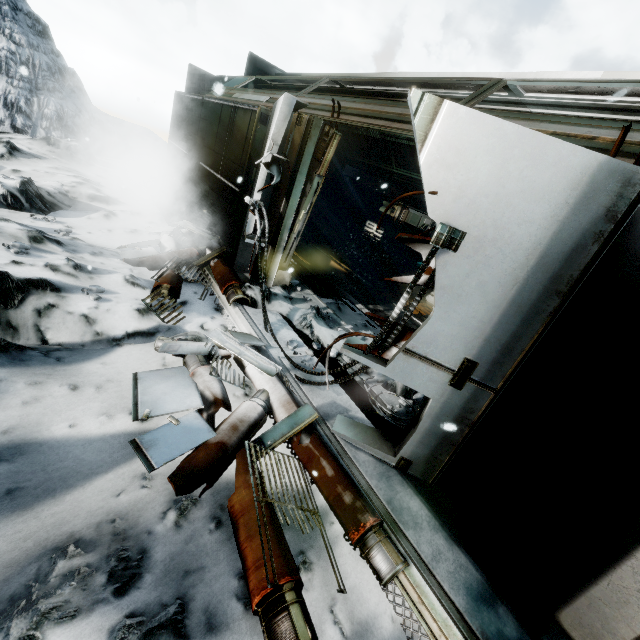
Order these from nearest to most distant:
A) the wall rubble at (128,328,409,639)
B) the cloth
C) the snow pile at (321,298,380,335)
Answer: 1. the wall rubble at (128,328,409,639)
2. the snow pile at (321,298,380,335)
3. the cloth

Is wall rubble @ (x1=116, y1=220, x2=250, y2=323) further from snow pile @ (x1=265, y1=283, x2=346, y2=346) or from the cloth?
the cloth

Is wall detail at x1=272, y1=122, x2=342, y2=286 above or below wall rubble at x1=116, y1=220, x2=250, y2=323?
above

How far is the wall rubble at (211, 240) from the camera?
4.17m

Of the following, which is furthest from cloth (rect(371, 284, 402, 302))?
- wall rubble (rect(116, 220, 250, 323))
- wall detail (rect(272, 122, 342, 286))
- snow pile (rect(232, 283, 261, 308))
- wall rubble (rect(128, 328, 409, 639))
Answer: wall rubble (rect(128, 328, 409, 639))

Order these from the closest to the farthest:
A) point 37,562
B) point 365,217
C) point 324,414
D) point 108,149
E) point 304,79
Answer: point 37,562, point 324,414, point 304,79, point 108,149, point 365,217

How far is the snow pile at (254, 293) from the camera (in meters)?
4.73
